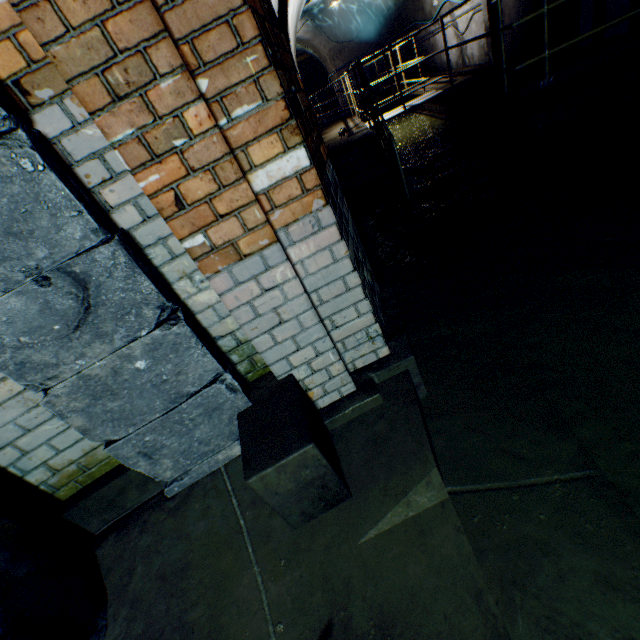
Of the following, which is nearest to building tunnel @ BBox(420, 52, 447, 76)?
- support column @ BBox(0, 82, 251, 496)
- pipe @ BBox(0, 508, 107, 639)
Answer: support column @ BBox(0, 82, 251, 496)

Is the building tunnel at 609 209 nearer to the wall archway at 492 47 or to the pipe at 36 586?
the wall archway at 492 47

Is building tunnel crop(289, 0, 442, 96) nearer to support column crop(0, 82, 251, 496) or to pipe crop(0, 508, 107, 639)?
support column crop(0, 82, 251, 496)

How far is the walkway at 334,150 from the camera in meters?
6.5 m

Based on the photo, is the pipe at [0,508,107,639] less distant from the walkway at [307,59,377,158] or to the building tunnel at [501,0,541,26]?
the building tunnel at [501,0,541,26]

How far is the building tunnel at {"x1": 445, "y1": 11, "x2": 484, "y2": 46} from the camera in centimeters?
755cm

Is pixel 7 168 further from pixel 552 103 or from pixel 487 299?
pixel 552 103
